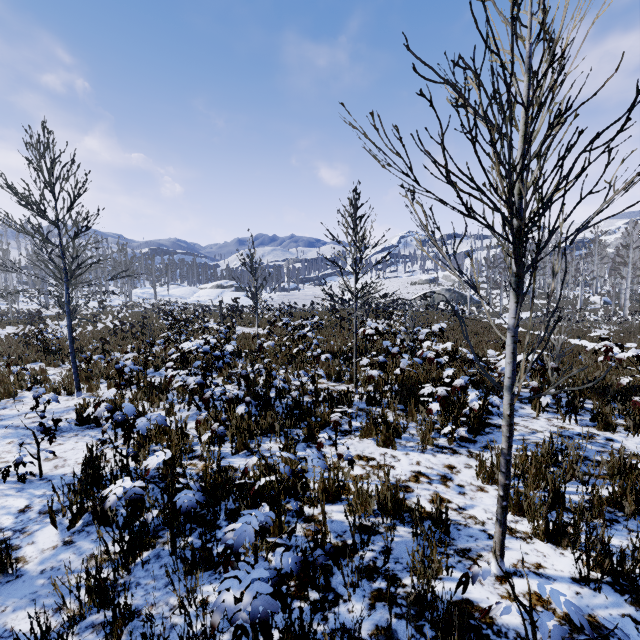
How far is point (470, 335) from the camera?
15.12m
